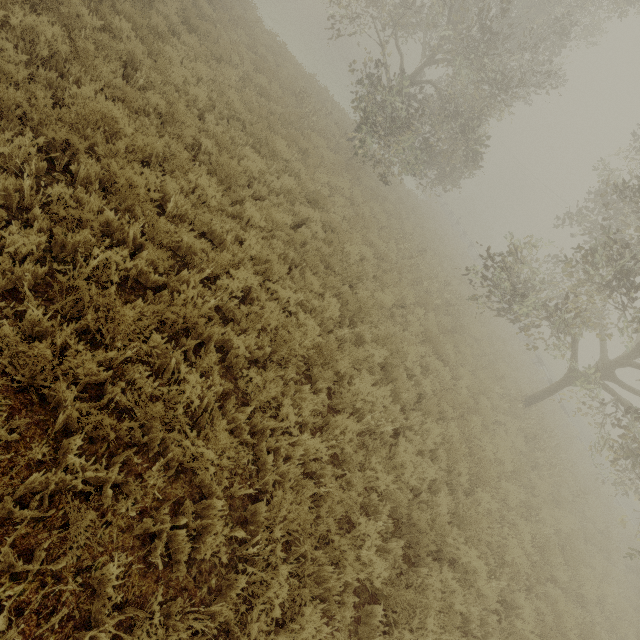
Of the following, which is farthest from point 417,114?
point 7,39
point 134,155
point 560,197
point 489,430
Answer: point 560,197

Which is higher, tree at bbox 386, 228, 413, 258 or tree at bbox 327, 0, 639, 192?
tree at bbox 327, 0, 639, 192

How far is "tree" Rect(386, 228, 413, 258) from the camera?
12.5 meters

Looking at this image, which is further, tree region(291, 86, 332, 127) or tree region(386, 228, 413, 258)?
tree region(291, 86, 332, 127)

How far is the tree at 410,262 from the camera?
12.5 meters

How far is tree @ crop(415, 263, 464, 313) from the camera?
12.5 meters

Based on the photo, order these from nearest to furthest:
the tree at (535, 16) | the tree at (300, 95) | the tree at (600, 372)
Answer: the tree at (600, 372) → the tree at (535, 16) → the tree at (300, 95)
